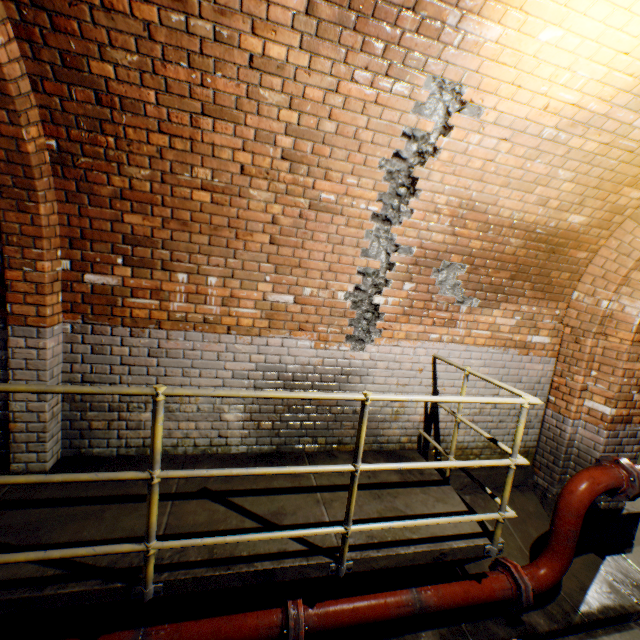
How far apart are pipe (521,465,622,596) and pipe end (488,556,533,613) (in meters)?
0.04

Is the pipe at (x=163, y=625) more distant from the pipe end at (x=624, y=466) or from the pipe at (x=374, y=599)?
the pipe end at (x=624, y=466)

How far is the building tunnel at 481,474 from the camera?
4.2m

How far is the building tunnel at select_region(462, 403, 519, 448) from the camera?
4.10m

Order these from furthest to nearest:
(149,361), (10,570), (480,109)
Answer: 1. (149,361)
2. (480,109)
3. (10,570)

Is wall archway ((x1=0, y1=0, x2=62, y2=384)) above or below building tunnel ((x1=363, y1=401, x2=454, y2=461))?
above

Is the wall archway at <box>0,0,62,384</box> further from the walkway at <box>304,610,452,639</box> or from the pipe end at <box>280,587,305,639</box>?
the pipe end at <box>280,587,305,639</box>

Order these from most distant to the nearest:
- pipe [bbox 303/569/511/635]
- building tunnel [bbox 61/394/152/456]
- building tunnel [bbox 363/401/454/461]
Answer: building tunnel [bbox 363/401/454/461] → building tunnel [bbox 61/394/152/456] → pipe [bbox 303/569/511/635]
